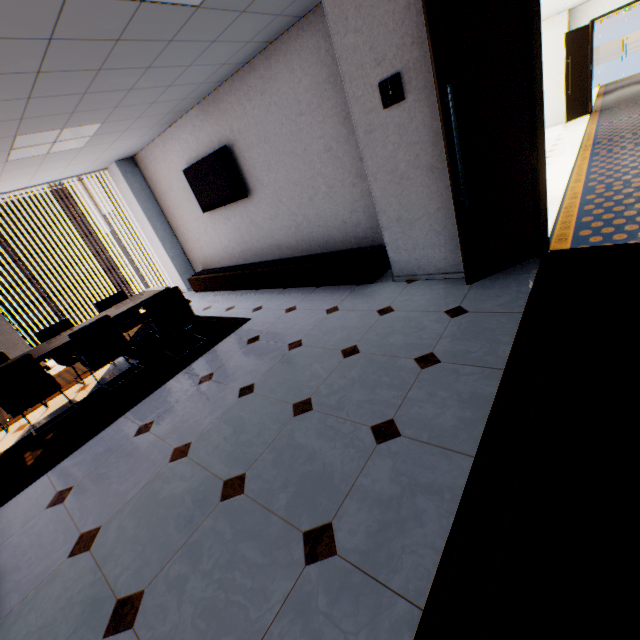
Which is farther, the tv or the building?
the building

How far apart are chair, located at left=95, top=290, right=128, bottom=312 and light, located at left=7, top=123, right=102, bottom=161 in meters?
Answer: 2.1 m

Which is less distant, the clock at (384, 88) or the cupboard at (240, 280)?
the clock at (384, 88)

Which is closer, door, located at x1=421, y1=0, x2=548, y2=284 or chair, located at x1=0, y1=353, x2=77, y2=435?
door, located at x1=421, y1=0, x2=548, y2=284

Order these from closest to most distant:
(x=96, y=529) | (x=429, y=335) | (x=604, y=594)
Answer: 1. (x=604, y=594)
2. (x=96, y=529)
3. (x=429, y=335)

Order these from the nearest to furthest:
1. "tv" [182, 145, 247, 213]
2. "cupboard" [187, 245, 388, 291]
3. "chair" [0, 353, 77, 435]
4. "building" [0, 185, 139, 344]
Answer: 1. "chair" [0, 353, 77, 435]
2. "cupboard" [187, 245, 388, 291]
3. "tv" [182, 145, 247, 213]
4. "building" [0, 185, 139, 344]

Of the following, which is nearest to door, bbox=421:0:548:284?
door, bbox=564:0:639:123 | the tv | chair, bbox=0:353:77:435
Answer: the tv

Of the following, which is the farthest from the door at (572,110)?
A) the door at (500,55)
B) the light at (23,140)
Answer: the light at (23,140)
